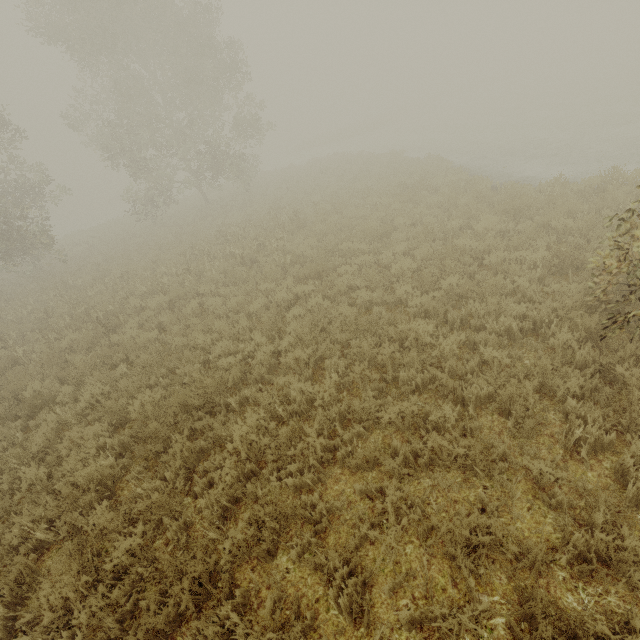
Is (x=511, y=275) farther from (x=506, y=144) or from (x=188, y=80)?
(x=188, y=80)
